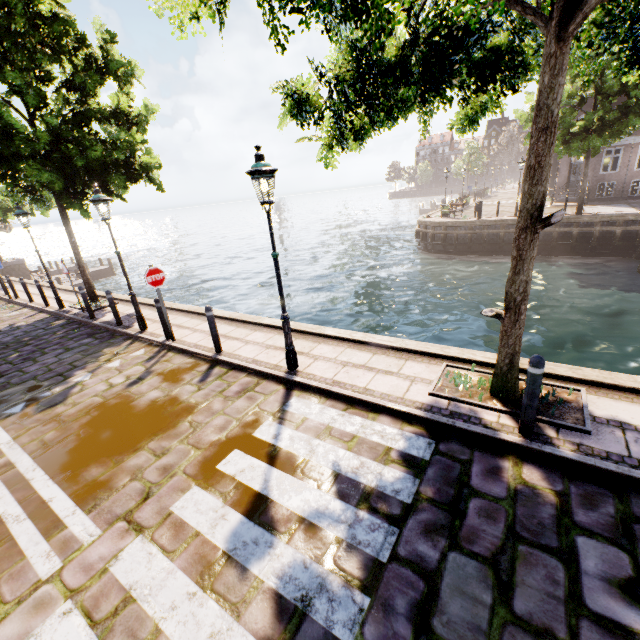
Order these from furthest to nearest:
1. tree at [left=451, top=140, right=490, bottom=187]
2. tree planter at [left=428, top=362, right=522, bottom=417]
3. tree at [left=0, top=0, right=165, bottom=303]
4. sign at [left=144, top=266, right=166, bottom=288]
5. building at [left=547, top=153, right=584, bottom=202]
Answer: tree at [left=451, top=140, right=490, bottom=187] → building at [left=547, top=153, right=584, bottom=202] → tree at [left=0, top=0, right=165, bottom=303] → sign at [left=144, top=266, right=166, bottom=288] → tree planter at [left=428, top=362, right=522, bottom=417]

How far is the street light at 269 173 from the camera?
4.9 meters

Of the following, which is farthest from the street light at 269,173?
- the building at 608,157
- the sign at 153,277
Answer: the building at 608,157

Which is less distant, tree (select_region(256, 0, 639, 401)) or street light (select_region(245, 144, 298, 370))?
tree (select_region(256, 0, 639, 401))

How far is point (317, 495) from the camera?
3.7m

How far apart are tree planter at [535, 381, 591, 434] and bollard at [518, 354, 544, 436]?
0.22m

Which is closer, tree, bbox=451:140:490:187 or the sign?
the sign

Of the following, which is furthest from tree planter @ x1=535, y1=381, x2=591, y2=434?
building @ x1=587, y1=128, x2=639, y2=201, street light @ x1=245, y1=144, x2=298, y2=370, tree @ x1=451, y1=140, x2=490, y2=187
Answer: tree @ x1=451, y1=140, x2=490, y2=187
